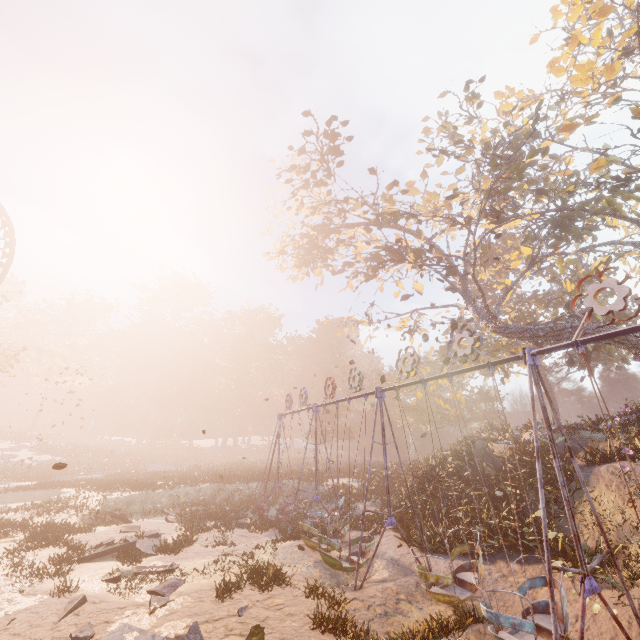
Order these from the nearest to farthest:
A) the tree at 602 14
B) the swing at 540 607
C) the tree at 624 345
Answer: the swing at 540 607, the tree at 602 14, the tree at 624 345

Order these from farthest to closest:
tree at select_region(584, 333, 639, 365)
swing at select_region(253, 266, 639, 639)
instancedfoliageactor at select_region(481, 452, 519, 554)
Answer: tree at select_region(584, 333, 639, 365), instancedfoliageactor at select_region(481, 452, 519, 554), swing at select_region(253, 266, 639, 639)

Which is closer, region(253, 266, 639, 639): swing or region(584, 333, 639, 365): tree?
region(253, 266, 639, 639): swing

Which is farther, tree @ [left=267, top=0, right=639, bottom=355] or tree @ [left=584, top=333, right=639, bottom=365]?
tree @ [left=584, top=333, right=639, bottom=365]

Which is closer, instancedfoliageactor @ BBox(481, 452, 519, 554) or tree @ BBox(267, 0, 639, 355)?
instancedfoliageactor @ BBox(481, 452, 519, 554)

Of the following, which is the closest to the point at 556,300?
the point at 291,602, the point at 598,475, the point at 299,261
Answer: the point at 299,261

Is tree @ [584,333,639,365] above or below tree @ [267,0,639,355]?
below

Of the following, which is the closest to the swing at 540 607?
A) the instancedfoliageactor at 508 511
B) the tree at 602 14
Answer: the instancedfoliageactor at 508 511
